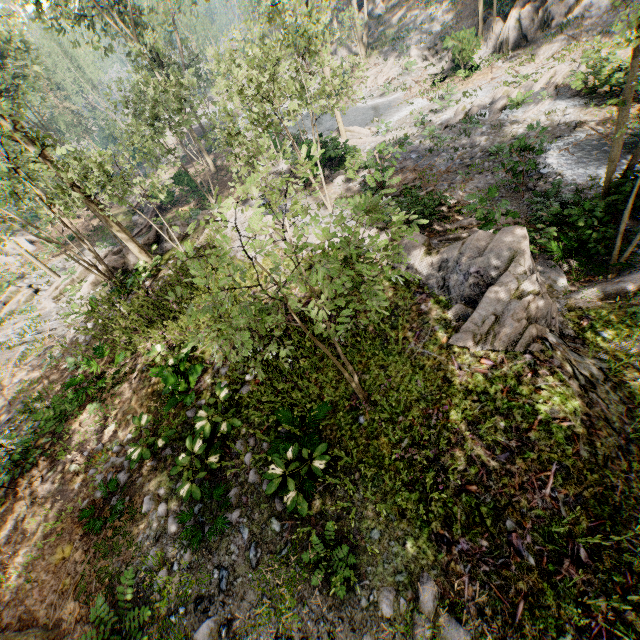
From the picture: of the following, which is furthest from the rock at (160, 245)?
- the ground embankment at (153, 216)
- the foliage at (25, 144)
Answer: the ground embankment at (153, 216)

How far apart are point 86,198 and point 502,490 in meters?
16.4 m

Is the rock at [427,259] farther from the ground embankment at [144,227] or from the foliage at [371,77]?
the ground embankment at [144,227]

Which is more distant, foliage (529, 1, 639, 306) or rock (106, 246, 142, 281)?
rock (106, 246, 142, 281)

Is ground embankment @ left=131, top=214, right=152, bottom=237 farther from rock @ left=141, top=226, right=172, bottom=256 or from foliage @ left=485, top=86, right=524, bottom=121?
rock @ left=141, top=226, right=172, bottom=256

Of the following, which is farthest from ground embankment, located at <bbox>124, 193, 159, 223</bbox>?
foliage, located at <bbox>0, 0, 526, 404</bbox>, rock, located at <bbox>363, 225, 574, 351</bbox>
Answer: rock, located at <bbox>363, 225, 574, 351</bbox>
